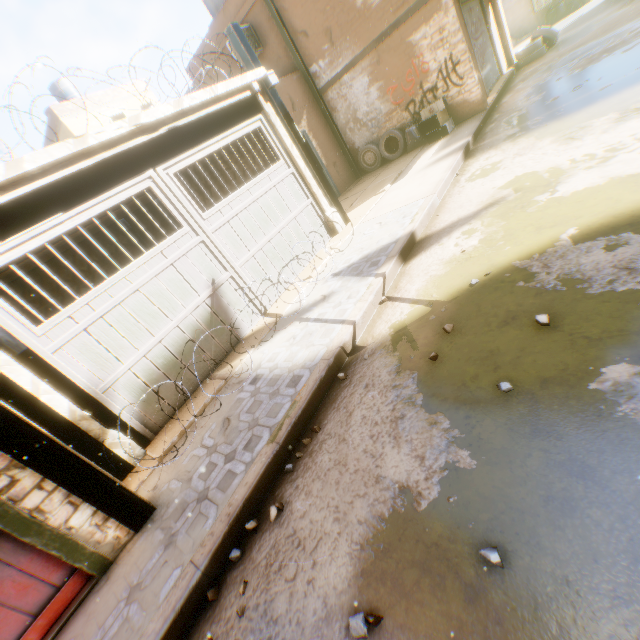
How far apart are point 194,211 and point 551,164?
5.8 meters

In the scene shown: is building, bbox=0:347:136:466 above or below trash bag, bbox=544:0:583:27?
above

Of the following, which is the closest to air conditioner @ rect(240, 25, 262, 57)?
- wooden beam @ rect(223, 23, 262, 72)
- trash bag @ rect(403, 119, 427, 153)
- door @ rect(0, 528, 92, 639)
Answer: wooden beam @ rect(223, 23, 262, 72)

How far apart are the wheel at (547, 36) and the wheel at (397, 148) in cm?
662

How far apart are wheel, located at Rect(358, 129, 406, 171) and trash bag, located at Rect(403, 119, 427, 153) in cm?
8

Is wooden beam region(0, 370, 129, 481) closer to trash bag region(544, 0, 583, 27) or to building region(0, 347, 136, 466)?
building region(0, 347, 136, 466)

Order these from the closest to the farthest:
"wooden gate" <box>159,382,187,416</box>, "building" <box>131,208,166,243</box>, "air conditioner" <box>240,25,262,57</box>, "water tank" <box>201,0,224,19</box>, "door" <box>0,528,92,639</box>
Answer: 1. "door" <box>0,528,92,639</box>
2. "wooden gate" <box>159,382,187,416</box>
3. "building" <box>131,208,166,243</box>
4. "air conditioner" <box>240,25,262,57</box>
5. "water tank" <box>201,0,224,19</box>

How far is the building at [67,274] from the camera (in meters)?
8.54
